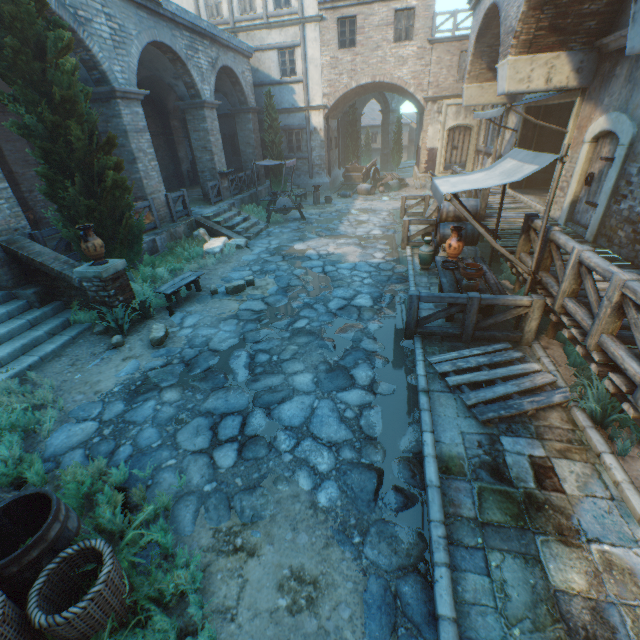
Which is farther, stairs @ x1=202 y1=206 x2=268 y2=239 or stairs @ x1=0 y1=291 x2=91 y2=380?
stairs @ x1=202 y1=206 x2=268 y2=239

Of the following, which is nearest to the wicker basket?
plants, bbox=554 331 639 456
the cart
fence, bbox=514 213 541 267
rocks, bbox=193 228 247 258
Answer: fence, bbox=514 213 541 267

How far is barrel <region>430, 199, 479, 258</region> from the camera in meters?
8.4

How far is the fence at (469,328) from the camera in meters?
5.4

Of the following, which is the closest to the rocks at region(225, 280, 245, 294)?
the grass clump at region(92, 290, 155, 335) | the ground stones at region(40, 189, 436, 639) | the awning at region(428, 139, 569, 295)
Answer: the ground stones at region(40, 189, 436, 639)

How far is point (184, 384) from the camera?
5.4m

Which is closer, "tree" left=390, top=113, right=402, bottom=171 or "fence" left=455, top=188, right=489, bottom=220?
"fence" left=455, top=188, right=489, bottom=220

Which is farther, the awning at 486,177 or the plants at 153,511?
the awning at 486,177
